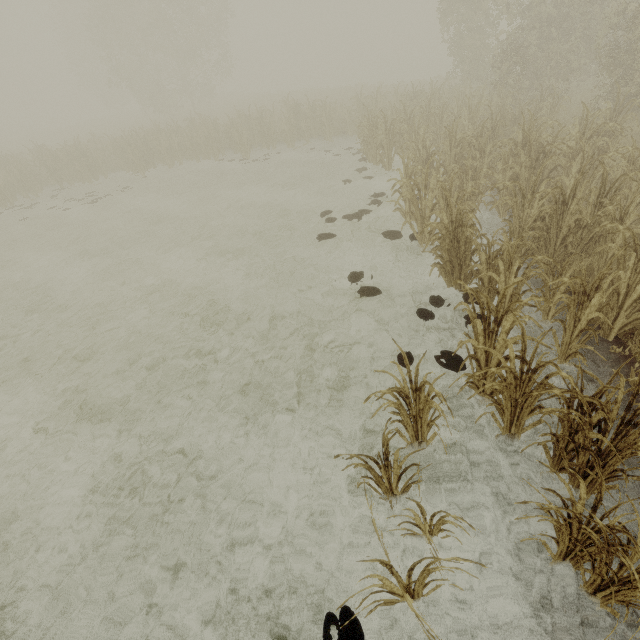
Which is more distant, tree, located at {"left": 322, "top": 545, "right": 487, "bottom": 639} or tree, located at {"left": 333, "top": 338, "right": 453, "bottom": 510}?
tree, located at {"left": 333, "top": 338, "right": 453, "bottom": 510}

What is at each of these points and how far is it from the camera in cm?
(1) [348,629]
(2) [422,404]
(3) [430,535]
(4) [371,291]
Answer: Answer:
(1) tree, 278
(2) tree, 361
(3) tree, 322
(4) tree, 640

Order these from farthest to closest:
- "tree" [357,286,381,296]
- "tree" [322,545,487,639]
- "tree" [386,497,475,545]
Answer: "tree" [357,286,381,296] < "tree" [386,497,475,545] < "tree" [322,545,487,639]

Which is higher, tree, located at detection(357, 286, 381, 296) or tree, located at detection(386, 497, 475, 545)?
tree, located at detection(357, 286, 381, 296)

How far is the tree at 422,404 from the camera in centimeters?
309cm

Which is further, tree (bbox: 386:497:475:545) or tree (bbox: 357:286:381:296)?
tree (bbox: 357:286:381:296)
